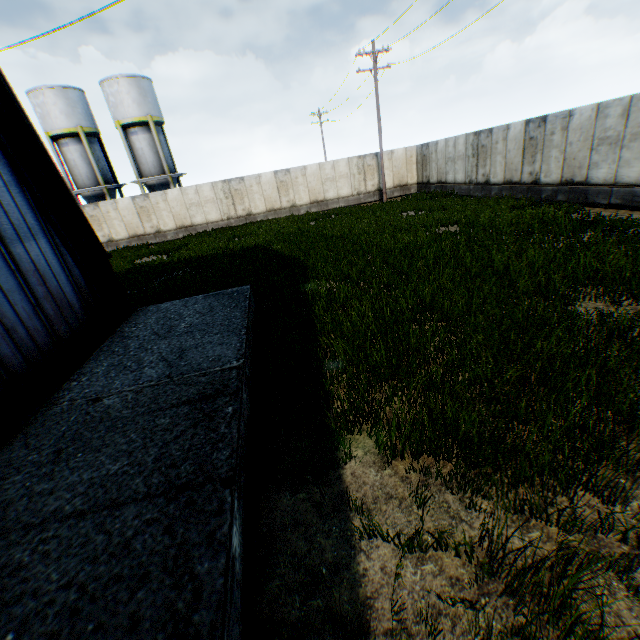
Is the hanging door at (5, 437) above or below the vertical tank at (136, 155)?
below

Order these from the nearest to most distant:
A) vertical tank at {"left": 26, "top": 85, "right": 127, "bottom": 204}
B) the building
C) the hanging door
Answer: the hanging door, the building, vertical tank at {"left": 26, "top": 85, "right": 127, "bottom": 204}

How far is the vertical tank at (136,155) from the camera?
26.4m

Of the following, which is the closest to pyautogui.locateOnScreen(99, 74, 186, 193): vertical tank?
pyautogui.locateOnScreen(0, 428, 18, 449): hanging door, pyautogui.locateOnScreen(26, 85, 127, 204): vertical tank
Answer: pyautogui.locateOnScreen(26, 85, 127, 204): vertical tank

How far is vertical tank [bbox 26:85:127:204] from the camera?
25.9 meters

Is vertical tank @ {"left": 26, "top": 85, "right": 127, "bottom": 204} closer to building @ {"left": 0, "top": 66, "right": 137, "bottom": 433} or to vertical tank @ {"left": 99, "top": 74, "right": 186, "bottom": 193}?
vertical tank @ {"left": 99, "top": 74, "right": 186, "bottom": 193}

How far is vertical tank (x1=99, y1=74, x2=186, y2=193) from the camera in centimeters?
2638cm

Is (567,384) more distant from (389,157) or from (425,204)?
(389,157)
